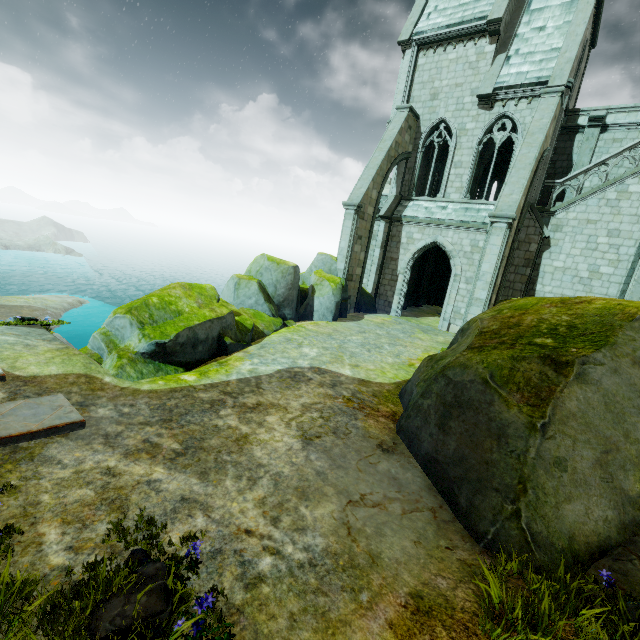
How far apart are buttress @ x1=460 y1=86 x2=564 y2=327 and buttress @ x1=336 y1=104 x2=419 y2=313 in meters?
5.9 m

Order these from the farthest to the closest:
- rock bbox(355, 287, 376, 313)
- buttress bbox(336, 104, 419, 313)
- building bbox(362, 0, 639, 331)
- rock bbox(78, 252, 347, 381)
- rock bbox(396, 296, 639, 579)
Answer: rock bbox(355, 287, 376, 313) → buttress bbox(336, 104, 419, 313) → building bbox(362, 0, 639, 331) → rock bbox(78, 252, 347, 381) → rock bbox(396, 296, 639, 579)

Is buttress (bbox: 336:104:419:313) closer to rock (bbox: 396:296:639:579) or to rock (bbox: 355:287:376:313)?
rock (bbox: 355:287:376:313)

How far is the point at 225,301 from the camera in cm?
1245

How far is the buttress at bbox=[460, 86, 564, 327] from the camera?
12.6 meters

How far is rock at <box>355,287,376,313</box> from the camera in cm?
1889

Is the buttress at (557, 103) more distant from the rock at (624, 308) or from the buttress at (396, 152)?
the buttress at (396, 152)

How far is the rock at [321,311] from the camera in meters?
7.6
